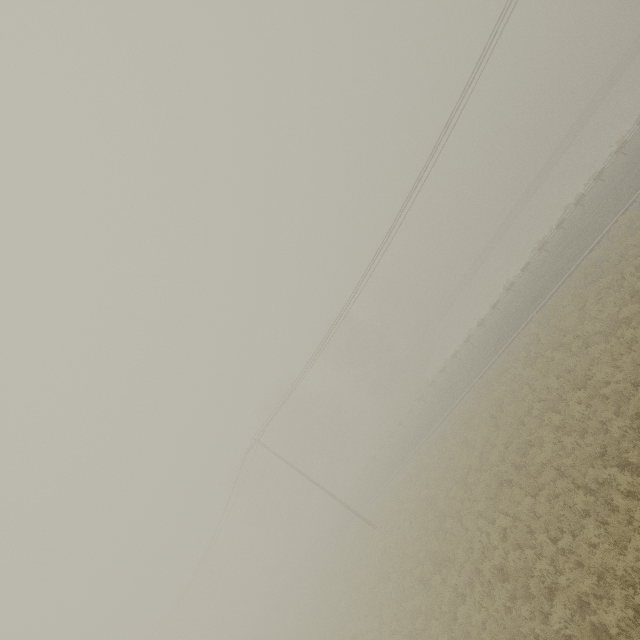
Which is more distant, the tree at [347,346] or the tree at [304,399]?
the tree at [347,346]

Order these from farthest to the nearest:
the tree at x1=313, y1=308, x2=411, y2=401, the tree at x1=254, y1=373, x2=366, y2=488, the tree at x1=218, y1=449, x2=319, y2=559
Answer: the tree at x1=218, y1=449, x2=319, y2=559
the tree at x1=313, y1=308, x2=411, y2=401
the tree at x1=254, y1=373, x2=366, y2=488

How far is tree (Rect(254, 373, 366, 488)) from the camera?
49.7 meters

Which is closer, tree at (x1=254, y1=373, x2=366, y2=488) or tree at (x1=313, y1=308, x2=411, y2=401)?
tree at (x1=254, y1=373, x2=366, y2=488)

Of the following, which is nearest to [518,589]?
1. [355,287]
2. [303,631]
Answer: [355,287]

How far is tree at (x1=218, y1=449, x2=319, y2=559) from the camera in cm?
5347
